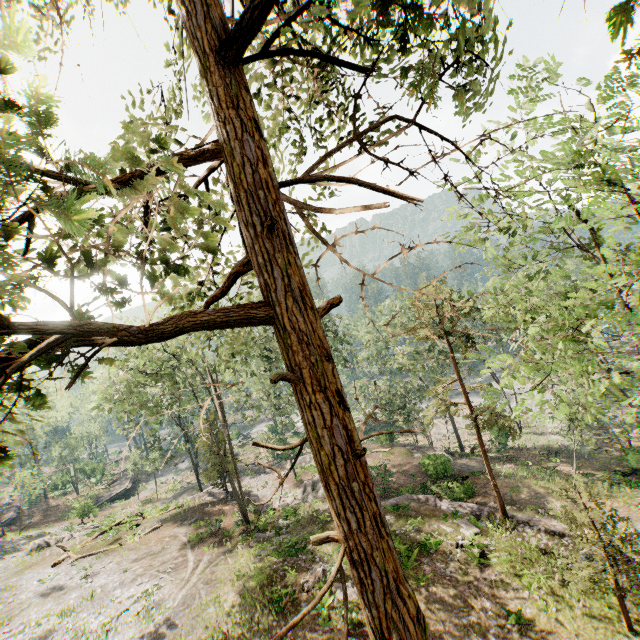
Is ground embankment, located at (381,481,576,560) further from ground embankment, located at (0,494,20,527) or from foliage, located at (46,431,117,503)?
ground embankment, located at (0,494,20,527)

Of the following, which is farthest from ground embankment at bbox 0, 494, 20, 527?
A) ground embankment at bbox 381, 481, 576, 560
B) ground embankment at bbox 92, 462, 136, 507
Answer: ground embankment at bbox 381, 481, 576, 560

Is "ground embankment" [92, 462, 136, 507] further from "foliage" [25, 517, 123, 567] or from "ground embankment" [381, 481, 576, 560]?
"ground embankment" [381, 481, 576, 560]

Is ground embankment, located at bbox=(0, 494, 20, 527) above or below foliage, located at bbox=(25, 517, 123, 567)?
below

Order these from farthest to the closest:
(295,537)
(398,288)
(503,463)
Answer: (503,463)
(295,537)
(398,288)

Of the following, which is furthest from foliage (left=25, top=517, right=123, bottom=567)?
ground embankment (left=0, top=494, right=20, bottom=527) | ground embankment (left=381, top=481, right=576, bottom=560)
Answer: ground embankment (left=0, top=494, right=20, bottom=527)

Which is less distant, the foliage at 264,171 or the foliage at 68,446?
the foliage at 264,171

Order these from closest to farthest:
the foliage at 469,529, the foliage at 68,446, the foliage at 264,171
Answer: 1. the foliage at 264,171
2. the foliage at 469,529
3. the foliage at 68,446
